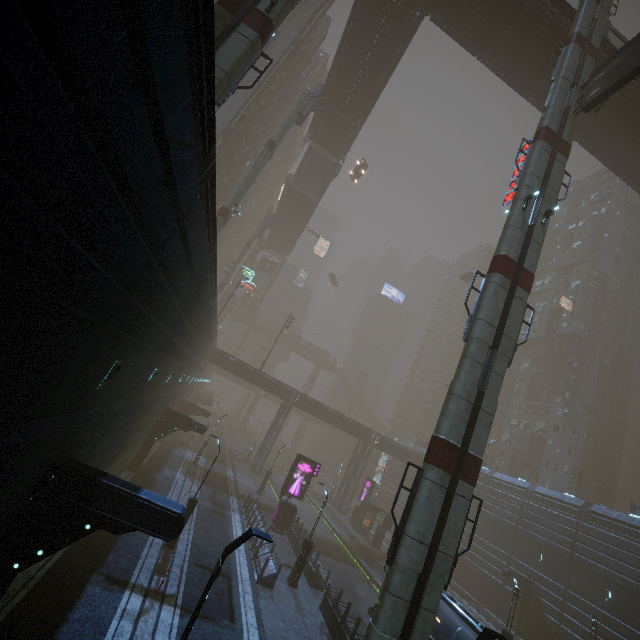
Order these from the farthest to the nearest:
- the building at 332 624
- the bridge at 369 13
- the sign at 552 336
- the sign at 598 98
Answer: the sign at 552 336, the bridge at 369 13, the sign at 598 98, the building at 332 624

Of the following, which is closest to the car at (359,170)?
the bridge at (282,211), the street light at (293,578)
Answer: the bridge at (282,211)

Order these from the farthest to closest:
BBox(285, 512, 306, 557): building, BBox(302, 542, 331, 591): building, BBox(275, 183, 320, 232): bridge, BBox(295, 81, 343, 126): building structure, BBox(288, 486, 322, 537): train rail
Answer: BBox(275, 183, 320, 232): bridge → BBox(288, 486, 322, 537): train rail → BBox(295, 81, 343, 126): building structure → BBox(285, 512, 306, 557): building → BBox(302, 542, 331, 591): building

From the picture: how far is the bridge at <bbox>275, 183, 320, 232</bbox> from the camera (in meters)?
49.73

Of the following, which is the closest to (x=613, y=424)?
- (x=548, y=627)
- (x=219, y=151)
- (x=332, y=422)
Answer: (x=548, y=627)

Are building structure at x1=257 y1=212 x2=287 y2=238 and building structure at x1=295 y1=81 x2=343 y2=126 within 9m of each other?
no

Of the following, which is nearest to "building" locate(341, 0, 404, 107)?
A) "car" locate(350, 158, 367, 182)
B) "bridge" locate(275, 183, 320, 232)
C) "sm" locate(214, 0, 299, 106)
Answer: "sm" locate(214, 0, 299, 106)

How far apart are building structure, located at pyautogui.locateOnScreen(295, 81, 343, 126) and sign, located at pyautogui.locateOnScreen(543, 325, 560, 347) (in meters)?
49.41
